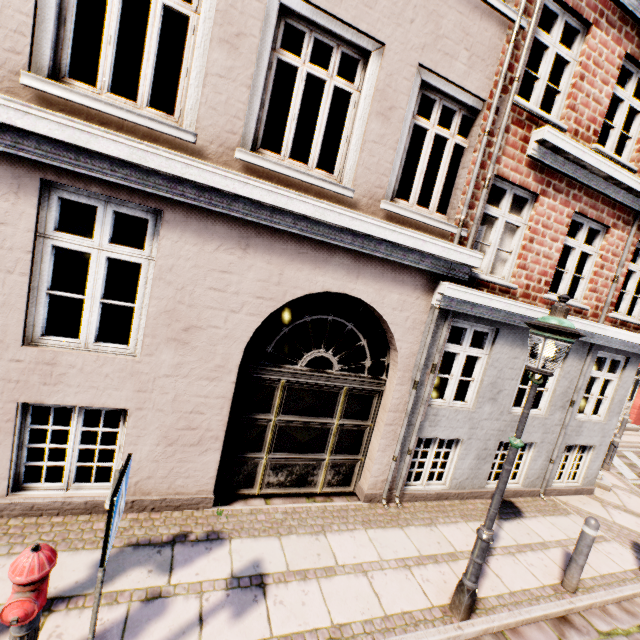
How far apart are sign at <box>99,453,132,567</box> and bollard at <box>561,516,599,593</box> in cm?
578

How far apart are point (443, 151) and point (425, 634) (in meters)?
6.63

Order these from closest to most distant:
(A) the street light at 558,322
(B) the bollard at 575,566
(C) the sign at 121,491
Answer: (C) the sign at 121,491 < (A) the street light at 558,322 < (B) the bollard at 575,566

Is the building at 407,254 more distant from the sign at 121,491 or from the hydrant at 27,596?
the sign at 121,491

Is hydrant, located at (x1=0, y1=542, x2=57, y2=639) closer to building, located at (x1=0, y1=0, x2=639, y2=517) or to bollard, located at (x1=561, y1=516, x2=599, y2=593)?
bollard, located at (x1=561, y1=516, x2=599, y2=593)

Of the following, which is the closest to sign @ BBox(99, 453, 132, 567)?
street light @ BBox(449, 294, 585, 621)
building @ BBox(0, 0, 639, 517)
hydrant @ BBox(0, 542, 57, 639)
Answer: hydrant @ BBox(0, 542, 57, 639)

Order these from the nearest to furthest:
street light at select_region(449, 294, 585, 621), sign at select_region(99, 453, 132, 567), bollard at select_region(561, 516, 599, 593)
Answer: sign at select_region(99, 453, 132, 567)
street light at select_region(449, 294, 585, 621)
bollard at select_region(561, 516, 599, 593)

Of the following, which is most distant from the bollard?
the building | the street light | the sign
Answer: the building
